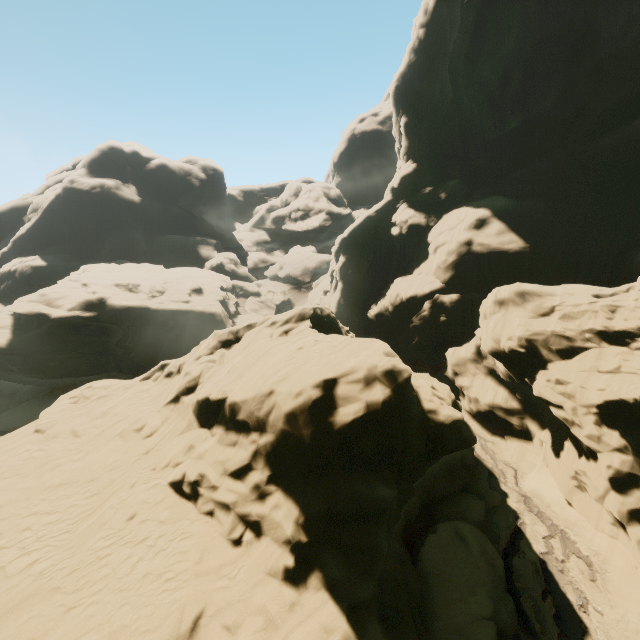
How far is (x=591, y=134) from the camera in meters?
31.7
